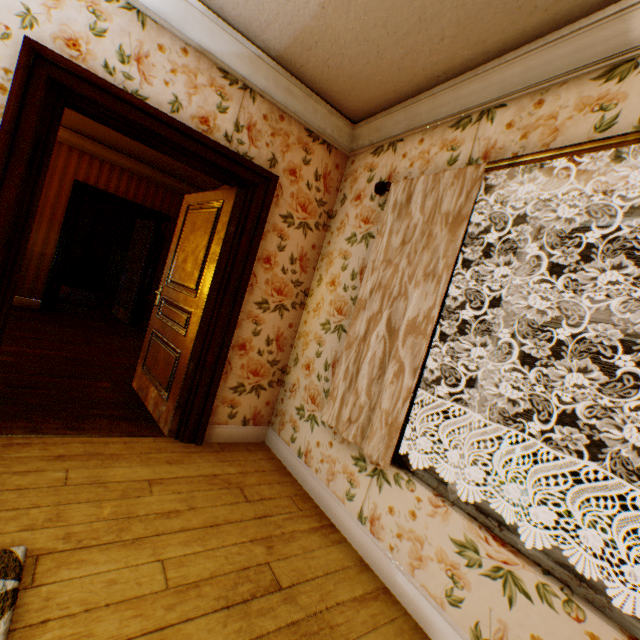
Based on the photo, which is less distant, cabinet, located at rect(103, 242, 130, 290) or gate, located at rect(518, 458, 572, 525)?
cabinet, located at rect(103, 242, 130, 290)

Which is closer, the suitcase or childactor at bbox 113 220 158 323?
childactor at bbox 113 220 158 323

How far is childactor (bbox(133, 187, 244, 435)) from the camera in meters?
2.8 m

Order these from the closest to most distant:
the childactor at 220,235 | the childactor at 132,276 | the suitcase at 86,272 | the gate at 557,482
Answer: the childactor at 220,235 → the childactor at 132,276 → the suitcase at 86,272 → the gate at 557,482

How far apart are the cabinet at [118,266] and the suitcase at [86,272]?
0.19m

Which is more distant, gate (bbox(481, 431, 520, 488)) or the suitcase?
gate (bbox(481, 431, 520, 488))

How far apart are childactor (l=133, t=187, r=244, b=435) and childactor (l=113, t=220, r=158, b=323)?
3.66m

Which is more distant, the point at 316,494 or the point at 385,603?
the point at 316,494
